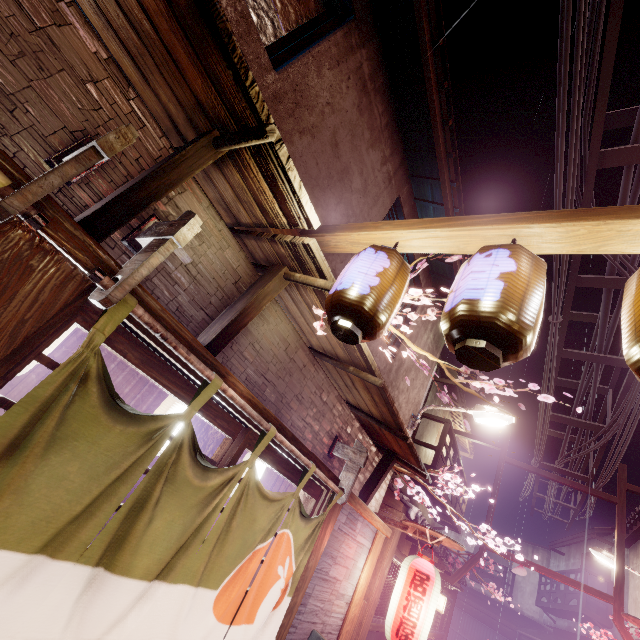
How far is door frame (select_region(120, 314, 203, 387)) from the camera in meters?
3.5 m

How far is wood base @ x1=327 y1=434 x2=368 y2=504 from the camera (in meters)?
7.00

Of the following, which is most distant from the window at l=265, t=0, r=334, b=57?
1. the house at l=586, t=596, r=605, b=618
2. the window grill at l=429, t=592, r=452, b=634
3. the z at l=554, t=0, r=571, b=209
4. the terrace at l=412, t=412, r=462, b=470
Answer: the house at l=586, t=596, r=605, b=618

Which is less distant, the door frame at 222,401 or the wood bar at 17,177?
the wood bar at 17,177

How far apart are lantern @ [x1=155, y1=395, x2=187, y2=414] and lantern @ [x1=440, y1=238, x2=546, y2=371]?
4.8 meters

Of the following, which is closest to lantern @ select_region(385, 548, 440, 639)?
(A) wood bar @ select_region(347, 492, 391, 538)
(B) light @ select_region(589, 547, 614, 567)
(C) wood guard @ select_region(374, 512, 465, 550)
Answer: (C) wood guard @ select_region(374, 512, 465, 550)

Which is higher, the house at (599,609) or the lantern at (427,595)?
the house at (599,609)

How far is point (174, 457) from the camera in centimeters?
369cm
